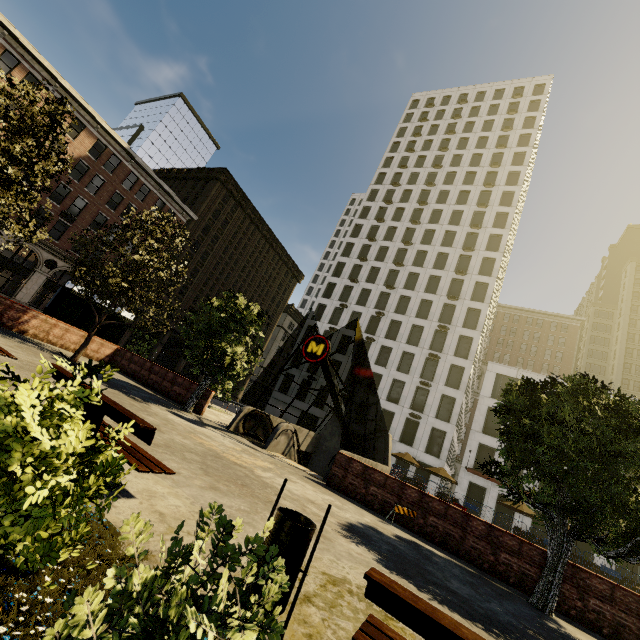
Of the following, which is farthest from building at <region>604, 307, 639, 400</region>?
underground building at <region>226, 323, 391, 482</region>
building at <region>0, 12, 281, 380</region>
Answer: underground building at <region>226, 323, 391, 482</region>

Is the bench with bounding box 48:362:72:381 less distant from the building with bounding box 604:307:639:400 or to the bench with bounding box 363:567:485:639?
the bench with bounding box 363:567:485:639

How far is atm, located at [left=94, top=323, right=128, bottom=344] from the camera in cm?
1869

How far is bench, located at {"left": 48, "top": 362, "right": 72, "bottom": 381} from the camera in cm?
461

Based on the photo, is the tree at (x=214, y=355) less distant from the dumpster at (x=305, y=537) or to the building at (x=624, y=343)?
the dumpster at (x=305, y=537)

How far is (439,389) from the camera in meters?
38.1

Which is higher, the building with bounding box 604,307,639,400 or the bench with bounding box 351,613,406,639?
the building with bounding box 604,307,639,400

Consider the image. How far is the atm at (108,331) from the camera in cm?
1869
